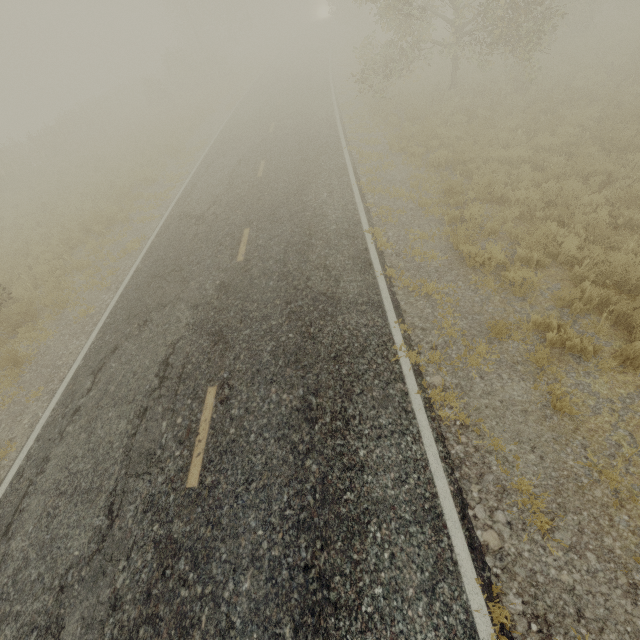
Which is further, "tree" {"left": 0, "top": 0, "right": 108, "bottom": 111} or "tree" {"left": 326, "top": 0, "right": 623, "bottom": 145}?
"tree" {"left": 0, "top": 0, "right": 108, "bottom": 111}

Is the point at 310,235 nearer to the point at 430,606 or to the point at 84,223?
the point at 430,606

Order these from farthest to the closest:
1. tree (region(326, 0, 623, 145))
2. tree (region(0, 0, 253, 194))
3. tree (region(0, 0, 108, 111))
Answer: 1. tree (region(0, 0, 108, 111))
2. tree (region(0, 0, 253, 194))
3. tree (region(326, 0, 623, 145))

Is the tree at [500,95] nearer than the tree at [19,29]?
Yes
